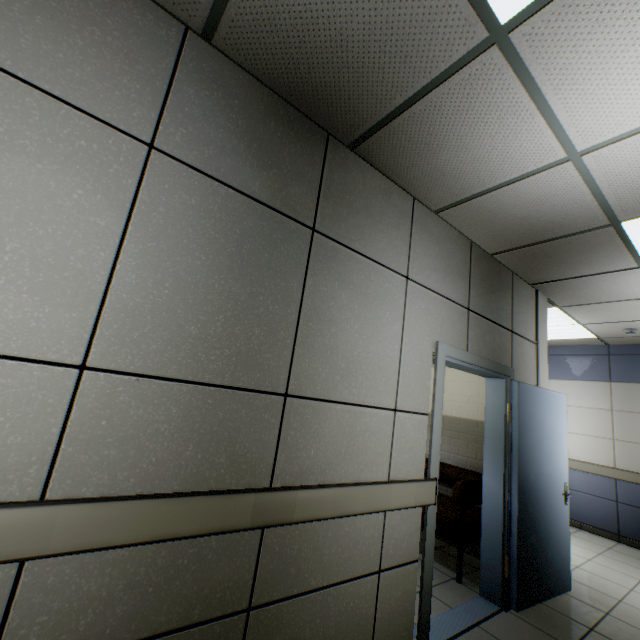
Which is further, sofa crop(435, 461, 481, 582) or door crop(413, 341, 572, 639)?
sofa crop(435, 461, 481, 582)

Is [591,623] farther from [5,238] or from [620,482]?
[5,238]

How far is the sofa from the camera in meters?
3.3

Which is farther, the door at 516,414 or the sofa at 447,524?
the sofa at 447,524

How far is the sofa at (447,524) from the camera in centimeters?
329cm
